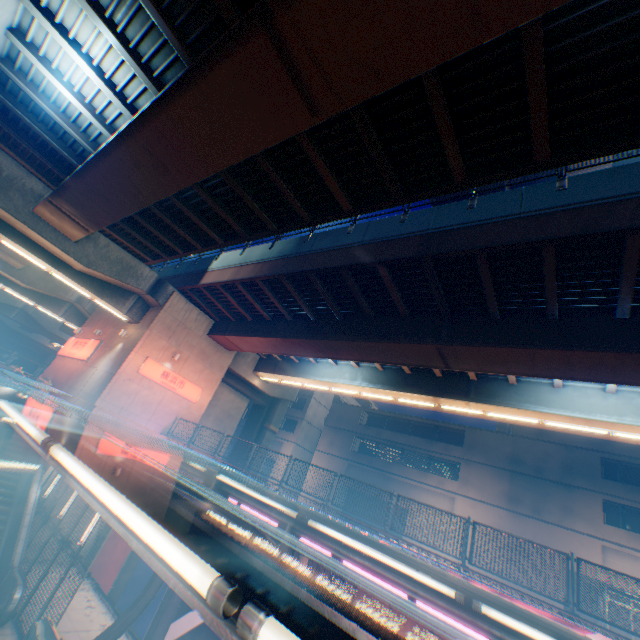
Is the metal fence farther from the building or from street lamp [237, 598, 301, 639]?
the building

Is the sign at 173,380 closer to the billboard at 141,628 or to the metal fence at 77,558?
the metal fence at 77,558

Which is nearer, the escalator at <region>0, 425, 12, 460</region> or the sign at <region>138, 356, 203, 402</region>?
the escalator at <region>0, 425, 12, 460</region>

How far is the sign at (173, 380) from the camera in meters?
19.3 m

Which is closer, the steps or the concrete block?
the concrete block

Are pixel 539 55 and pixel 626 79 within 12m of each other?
yes

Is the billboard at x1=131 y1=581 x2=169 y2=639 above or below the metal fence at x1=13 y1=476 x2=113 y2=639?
below

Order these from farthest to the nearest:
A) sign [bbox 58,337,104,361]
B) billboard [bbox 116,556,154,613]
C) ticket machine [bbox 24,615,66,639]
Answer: sign [bbox 58,337,104,361] < billboard [bbox 116,556,154,613] < ticket machine [bbox 24,615,66,639]
